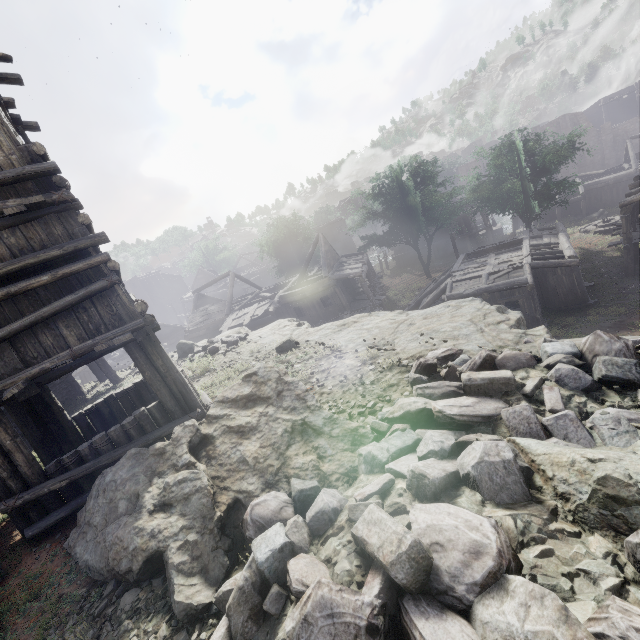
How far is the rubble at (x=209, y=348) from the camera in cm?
1252

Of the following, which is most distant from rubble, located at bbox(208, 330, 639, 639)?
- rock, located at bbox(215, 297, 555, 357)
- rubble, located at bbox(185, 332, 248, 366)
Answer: rubble, located at bbox(185, 332, 248, 366)

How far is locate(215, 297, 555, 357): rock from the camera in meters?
6.3

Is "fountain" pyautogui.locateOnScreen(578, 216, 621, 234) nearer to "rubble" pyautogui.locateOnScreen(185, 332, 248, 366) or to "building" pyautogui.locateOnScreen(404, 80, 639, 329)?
"building" pyautogui.locateOnScreen(404, 80, 639, 329)

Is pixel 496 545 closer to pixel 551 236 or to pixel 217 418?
pixel 217 418

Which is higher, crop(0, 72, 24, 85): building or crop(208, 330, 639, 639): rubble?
crop(0, 72, 24, 85): building

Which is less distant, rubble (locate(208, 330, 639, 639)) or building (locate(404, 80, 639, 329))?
rubble (locate(208, 330, 639, 639))

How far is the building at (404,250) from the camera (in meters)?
43.50
